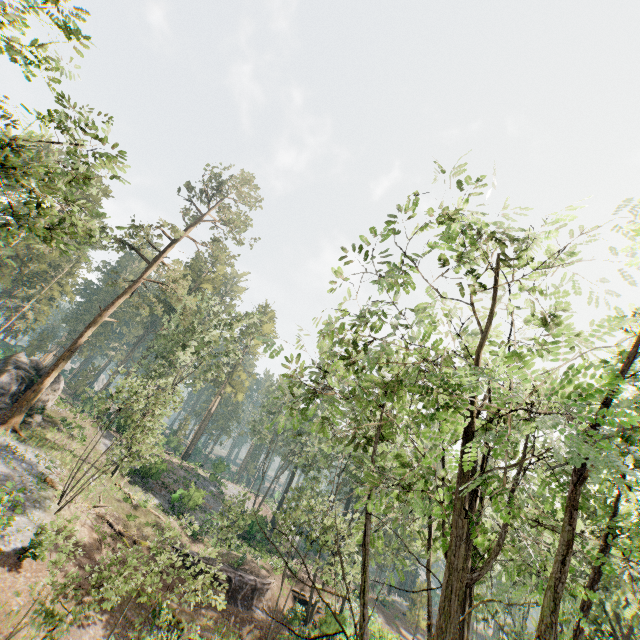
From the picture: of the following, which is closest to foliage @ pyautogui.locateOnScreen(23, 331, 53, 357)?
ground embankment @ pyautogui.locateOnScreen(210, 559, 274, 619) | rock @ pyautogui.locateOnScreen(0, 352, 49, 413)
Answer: rock @ pyautogui.locateOnScreen(0, 352, 49, 413)

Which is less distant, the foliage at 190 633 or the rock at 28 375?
the foliage at 190 633

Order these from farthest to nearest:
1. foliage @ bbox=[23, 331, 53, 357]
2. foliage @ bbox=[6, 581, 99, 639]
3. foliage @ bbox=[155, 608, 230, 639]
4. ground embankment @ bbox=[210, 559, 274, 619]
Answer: foliage @ bbox=[23, 331, 53, 357] → ground embankment @ bbox=[210, 559, 274, 619] → foliage @ bbox=[155, 608, 230, 639] → foliage @ bbox=[6, 581, 99, 639]

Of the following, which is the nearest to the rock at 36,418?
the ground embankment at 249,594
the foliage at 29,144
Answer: the foliage at 29,144

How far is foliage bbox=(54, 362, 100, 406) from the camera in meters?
31.5

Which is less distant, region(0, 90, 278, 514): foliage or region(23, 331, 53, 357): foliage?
region(0, 90, 278, 514): foliage

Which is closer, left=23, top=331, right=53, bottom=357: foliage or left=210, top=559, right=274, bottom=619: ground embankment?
left=210, top=559, right=274, bottom=619: ground embankment

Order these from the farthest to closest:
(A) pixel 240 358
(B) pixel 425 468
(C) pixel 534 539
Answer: (A) pixel 240 358 < (C) pixel 534 539 < (B) pixel 425 468
